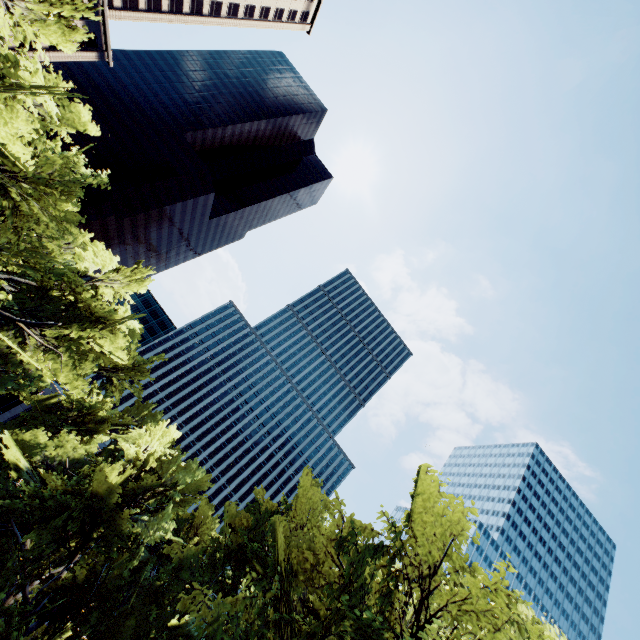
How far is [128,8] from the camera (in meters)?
54.06

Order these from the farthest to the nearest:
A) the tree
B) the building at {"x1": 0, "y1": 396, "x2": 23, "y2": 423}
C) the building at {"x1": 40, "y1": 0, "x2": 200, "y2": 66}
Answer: the building at {"x1": 0, "y1": 396, "x2": 23, "y2": 423} < the building at {"x1": 40, "y1": 0, "x2": 200, "y2": 66} < the tree

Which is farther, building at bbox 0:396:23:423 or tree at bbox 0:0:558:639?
building at bbox 0:396:23:423

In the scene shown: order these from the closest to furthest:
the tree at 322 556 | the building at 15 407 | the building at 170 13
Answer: the tree at 322 556 < the building at 170 13 < the building at 15 407

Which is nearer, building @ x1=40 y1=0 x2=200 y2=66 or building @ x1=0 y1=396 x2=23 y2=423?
building @ x1=40 y1=0 x2=200 y2=66

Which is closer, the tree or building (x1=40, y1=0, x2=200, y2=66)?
the tree

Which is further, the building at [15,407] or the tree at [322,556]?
the building at [15,407]

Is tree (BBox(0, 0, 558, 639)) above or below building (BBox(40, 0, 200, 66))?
A: below
